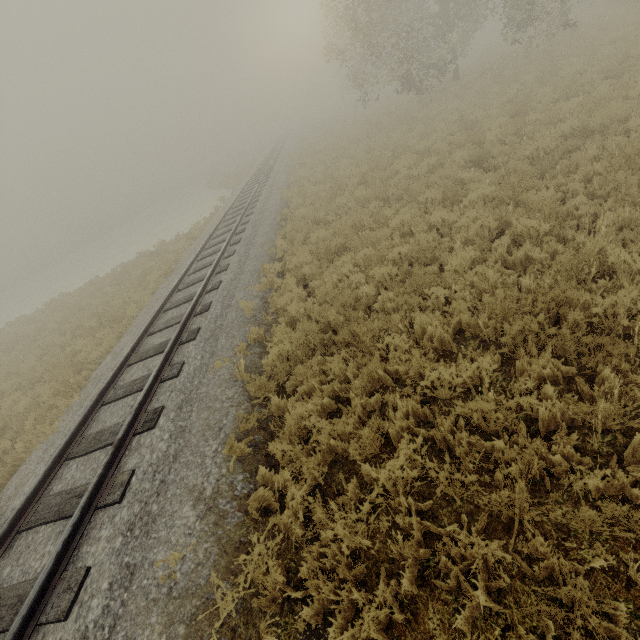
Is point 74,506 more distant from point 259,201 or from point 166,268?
point 259,201
